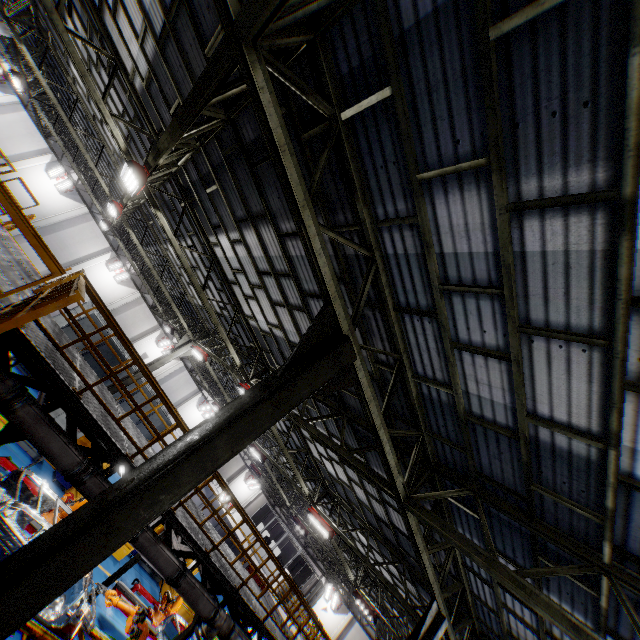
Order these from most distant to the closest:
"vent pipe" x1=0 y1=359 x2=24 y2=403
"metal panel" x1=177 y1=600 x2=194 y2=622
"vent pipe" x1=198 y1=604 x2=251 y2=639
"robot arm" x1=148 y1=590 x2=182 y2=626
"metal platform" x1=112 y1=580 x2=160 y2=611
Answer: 1. "metal panel" x1=177 y1=600 x2=194 y2=622
2. "robot arm" x1=148 y1=590 x2=182 y2=626
3. "metal platform" x1=112 y1=580 x2=160 y2=611
4. "vent pipe" x1=198 y1=604 x2=251 y2=639
5. "vent pipe" x1=0 y1=359 x2=24 y2=403

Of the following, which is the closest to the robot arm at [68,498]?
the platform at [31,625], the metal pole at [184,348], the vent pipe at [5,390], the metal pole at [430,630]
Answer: the platform at [31,625]

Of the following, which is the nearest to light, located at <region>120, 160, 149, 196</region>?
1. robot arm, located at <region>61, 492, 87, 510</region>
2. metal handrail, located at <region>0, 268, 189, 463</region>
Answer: metal handrail, located at <region>0, 268, 189, 463</region>

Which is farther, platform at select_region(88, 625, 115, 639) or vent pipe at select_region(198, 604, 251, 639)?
platform at select_region(88, 625, 115, 639)

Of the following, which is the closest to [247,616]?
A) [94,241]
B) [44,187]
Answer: [94,241]

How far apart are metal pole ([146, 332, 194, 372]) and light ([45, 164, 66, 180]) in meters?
18.1

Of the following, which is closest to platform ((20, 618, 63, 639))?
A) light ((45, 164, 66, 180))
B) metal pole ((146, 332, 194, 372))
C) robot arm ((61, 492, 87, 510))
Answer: robot arm ((61, 492, 87, 510))

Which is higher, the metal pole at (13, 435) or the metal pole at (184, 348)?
the metal pole at (184, 348)
